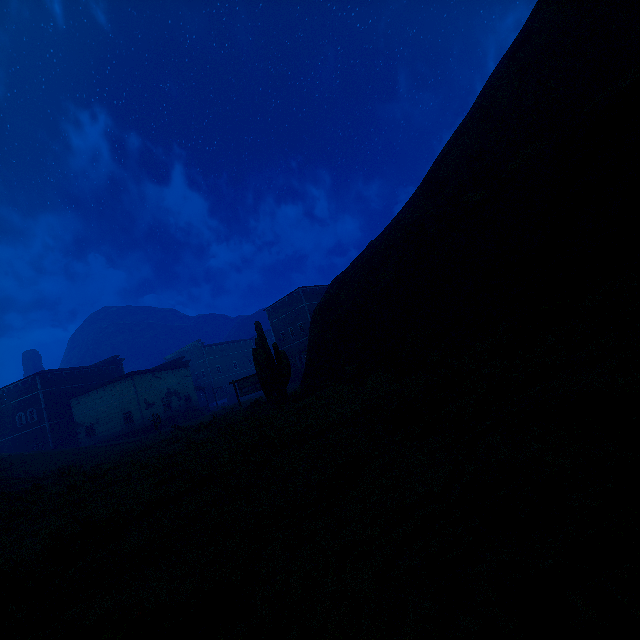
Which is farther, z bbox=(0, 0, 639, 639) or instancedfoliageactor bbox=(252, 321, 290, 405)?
instancedfoliageactor bbox=(252, 321, 290, 405)

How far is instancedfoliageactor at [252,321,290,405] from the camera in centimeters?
1433cm

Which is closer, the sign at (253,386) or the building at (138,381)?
the sign at (253,386)

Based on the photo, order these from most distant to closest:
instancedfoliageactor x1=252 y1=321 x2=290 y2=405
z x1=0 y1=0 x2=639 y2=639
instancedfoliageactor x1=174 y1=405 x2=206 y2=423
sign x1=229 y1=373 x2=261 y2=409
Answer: instancedfoliageactor x1=174 y1=405 x2=206 y2=423
sign x1=229 y1=373 x2=261 y2=409
instancedfoliageactor x1=252 y1=321 x2=290 y2=405
z x1=0 y1=0 x2=639 y2=639

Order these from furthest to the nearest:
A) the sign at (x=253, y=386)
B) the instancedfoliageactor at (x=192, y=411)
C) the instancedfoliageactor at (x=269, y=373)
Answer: the instancedfoliageactor at (x=192, y=411) < the sign at (x=253, y=386) < the instancedfoliageactor at (x=269, y=373)

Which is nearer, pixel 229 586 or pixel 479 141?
pixel 229 586

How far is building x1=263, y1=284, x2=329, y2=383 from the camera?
40.25m

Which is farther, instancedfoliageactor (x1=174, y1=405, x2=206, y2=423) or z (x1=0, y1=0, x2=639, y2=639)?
instancedfoliageactor (x1=174, y1=405, x2=206, y2=423)
